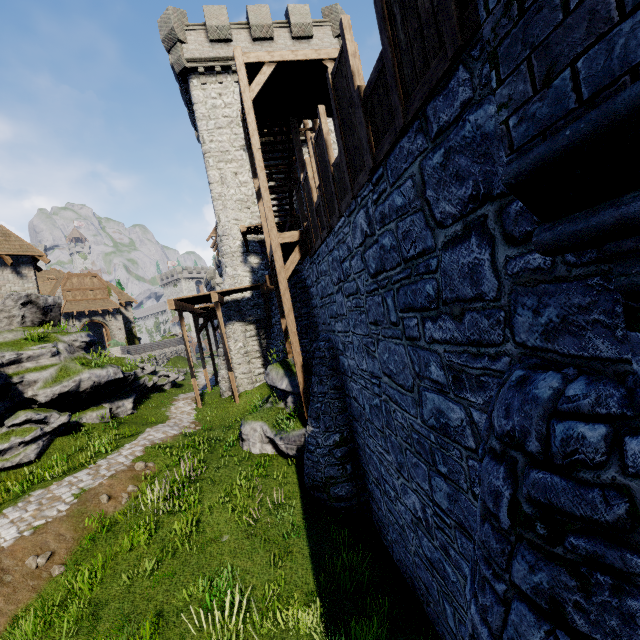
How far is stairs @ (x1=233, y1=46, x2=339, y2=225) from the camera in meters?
10.2

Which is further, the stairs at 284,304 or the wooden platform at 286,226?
the wooden platform at 286,226

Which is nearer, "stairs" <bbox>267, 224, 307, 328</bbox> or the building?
"stairs" <bbox>267, 224, 307, 328</bbox>

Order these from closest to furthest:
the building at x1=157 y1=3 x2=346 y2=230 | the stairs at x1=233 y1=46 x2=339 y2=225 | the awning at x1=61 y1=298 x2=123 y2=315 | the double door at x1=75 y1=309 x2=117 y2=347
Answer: the stairs at x1=233 y1=46 x2=339 y2=225
the building at x1=157 y1=3 x2=346 y2=230
the awning at x1=61 y1=298 x2=123 y2=315
the double door at x1=75 y1=309 x2=117 y2=347

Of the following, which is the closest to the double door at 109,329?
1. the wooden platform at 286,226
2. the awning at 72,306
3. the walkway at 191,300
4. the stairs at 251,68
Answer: the awning at 72,306

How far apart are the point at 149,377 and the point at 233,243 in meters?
10.1 m

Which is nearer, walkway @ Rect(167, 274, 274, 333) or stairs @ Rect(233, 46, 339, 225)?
stairs @ Rect(233, 46, 339, 225)

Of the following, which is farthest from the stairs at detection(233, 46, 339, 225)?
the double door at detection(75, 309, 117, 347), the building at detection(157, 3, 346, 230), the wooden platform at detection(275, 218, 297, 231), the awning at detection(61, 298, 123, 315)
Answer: the double door at detection(75, 309, 117, 347)
